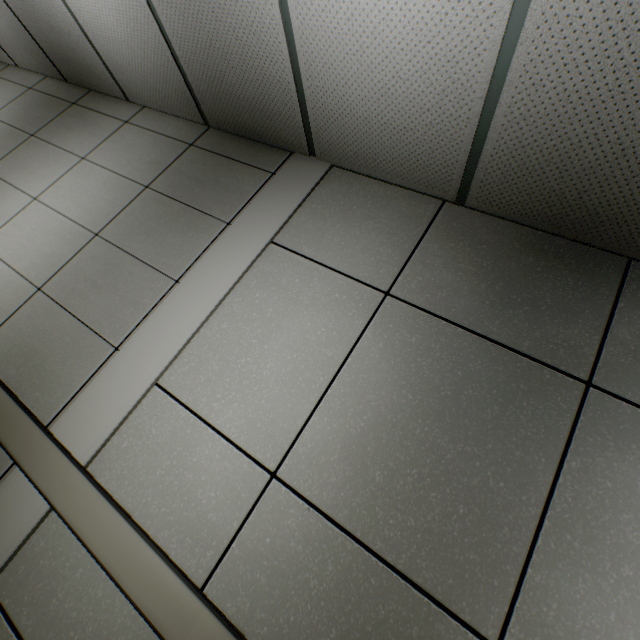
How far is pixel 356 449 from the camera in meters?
1.3
